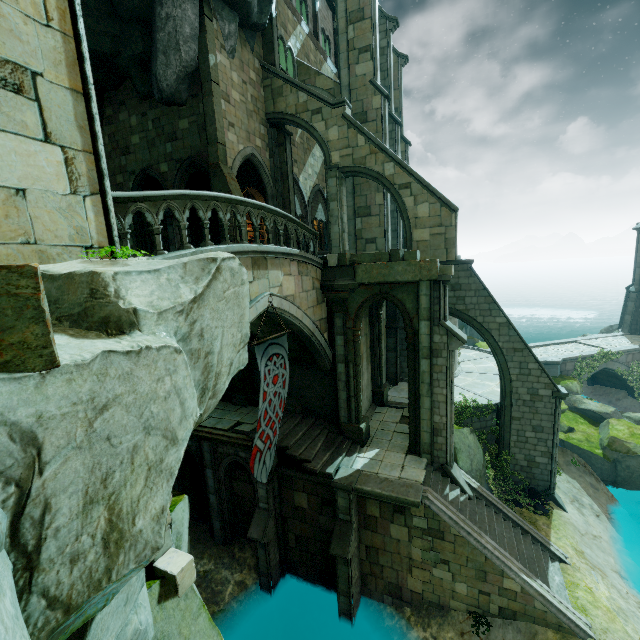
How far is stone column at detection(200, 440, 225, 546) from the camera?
13.8 meters

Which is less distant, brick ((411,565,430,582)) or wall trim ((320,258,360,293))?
brick ((411,565,430,582))

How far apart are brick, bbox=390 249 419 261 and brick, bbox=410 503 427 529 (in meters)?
8.41

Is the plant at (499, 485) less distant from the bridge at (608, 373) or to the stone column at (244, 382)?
the bridge at (608, 373)

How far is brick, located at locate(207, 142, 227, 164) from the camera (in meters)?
13.98

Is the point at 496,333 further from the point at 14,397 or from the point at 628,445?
the point at 14,397

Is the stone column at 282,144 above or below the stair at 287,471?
above

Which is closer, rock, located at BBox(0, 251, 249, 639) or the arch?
rock, located at BBox(0, 251, 249, 639)
